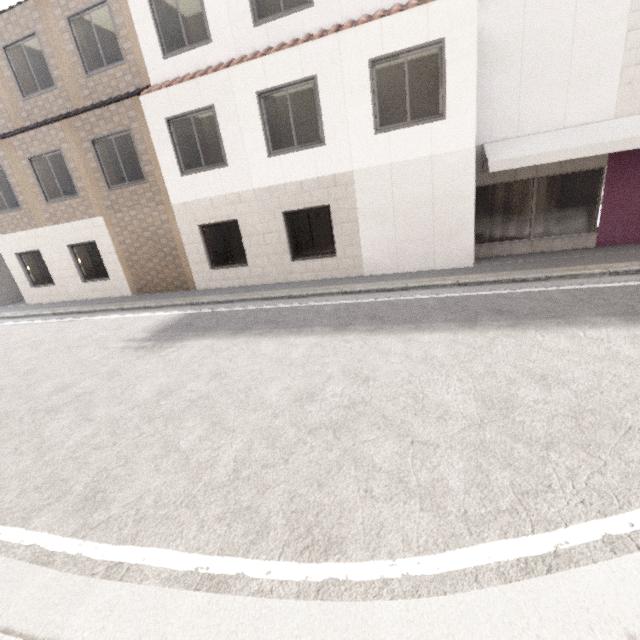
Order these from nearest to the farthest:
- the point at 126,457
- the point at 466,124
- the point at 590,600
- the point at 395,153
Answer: the point at 590,600 → the point at 126,457 → the point at 466,124 → the point at 395,153
